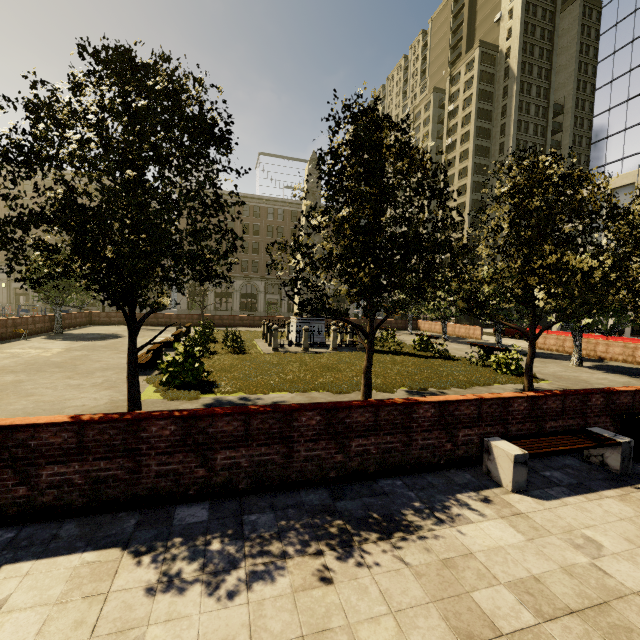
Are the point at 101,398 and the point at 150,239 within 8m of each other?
yes

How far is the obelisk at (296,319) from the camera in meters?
19.5

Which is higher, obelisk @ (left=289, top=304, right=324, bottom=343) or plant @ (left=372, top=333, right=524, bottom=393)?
obelisk @ (left=289, top=304, right=324, bottom=343)

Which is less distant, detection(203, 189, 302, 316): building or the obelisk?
the obelisk

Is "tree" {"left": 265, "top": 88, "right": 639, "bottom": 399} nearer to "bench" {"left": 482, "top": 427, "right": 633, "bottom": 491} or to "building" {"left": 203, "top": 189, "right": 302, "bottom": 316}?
"building" {"left": 203, "top": 189, "right": 302, "bottom": 316}

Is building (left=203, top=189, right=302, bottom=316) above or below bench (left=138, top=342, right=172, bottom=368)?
above

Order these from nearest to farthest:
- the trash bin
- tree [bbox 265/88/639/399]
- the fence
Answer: the trash bin
tree [bbox 265/88/639/399]
the fence

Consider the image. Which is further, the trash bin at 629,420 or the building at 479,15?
the building at 479,15
